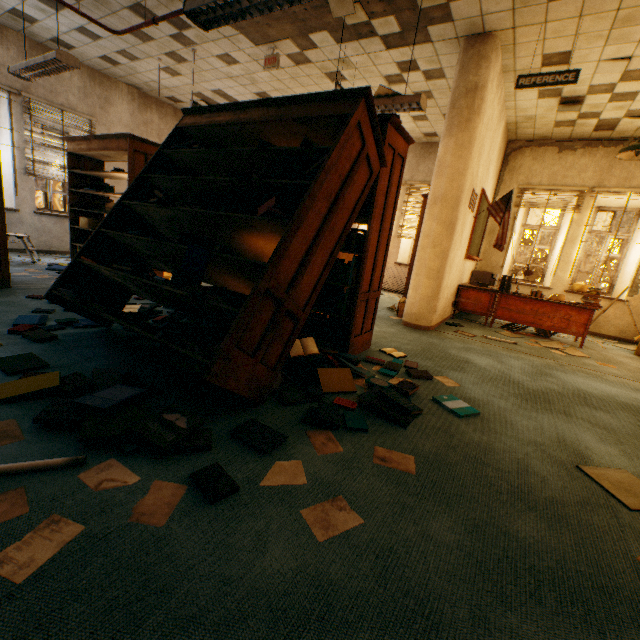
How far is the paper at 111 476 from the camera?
1.3 meters

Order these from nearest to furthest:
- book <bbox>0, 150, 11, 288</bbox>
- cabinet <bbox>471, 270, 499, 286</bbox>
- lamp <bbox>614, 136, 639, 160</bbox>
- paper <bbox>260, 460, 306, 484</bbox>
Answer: paper <bbox>260, 460, 306, 484</bbox>
book <bbox>0, 150, 11, 288</bbox>
lamp <bbox>614, 136, 639, 160</bbox>
cabinet <bbox>471, 270, 499, 286</bbox>

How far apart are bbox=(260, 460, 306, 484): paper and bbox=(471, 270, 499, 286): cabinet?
7.2 meters

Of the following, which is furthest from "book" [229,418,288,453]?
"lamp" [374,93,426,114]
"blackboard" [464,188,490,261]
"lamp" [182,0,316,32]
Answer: "blackboard" [464,188,490,261]

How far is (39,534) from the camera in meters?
1.1

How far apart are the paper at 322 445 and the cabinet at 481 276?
6.9 meters

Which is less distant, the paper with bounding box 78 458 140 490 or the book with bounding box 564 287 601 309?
the paper with bounding box 78 458 140 490

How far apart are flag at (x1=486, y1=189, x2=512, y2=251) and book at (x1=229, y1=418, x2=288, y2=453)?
5.56m
